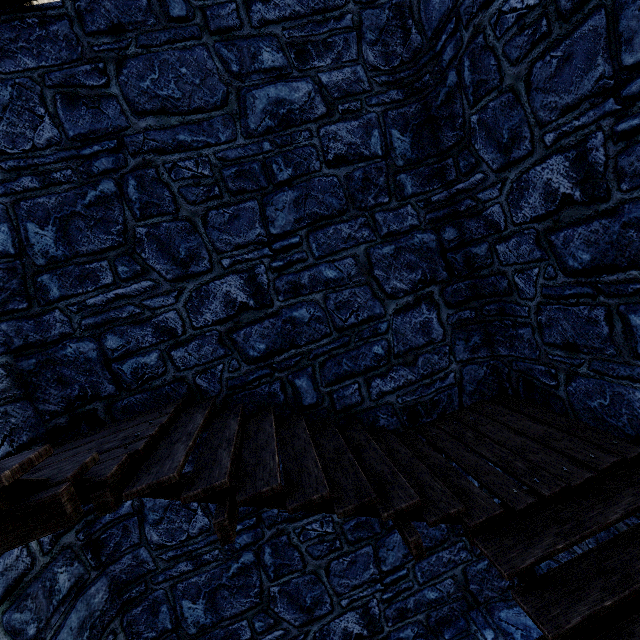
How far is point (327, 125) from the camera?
4.2m
